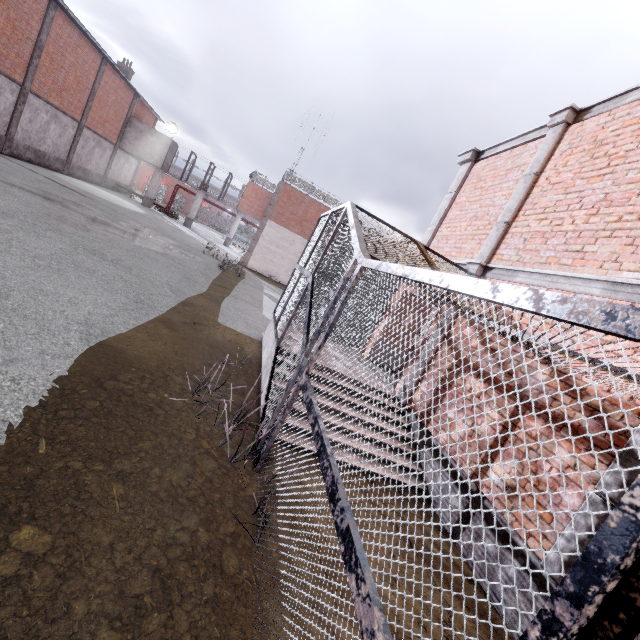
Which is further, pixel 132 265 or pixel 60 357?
pixel 132 265

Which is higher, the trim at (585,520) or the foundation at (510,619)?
the trim at (585,520)

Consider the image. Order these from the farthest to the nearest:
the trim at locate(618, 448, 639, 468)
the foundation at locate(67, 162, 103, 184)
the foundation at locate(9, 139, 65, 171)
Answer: the foundation at locate(67, 162, 103, 184), the foundation at locate(9, 139, 65, 171), the trim at locate(618, 448, 639, 468)

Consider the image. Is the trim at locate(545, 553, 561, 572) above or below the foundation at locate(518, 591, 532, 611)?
above

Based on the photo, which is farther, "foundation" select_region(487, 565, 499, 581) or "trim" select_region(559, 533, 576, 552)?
"foundation" select_region(487, 565, 499, 581)

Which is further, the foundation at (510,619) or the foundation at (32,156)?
the foundation at (32,156)

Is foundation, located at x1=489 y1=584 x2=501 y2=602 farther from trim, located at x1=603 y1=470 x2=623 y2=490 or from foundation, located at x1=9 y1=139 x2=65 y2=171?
foundation, located at x1=9 y1=139 x2=65 y2=171

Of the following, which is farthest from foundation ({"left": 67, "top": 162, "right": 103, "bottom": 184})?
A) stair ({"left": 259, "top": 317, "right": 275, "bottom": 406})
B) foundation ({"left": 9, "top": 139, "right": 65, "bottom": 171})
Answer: stair ({"left": 259, "top": 317, "right": 275, "bottom": 406})
